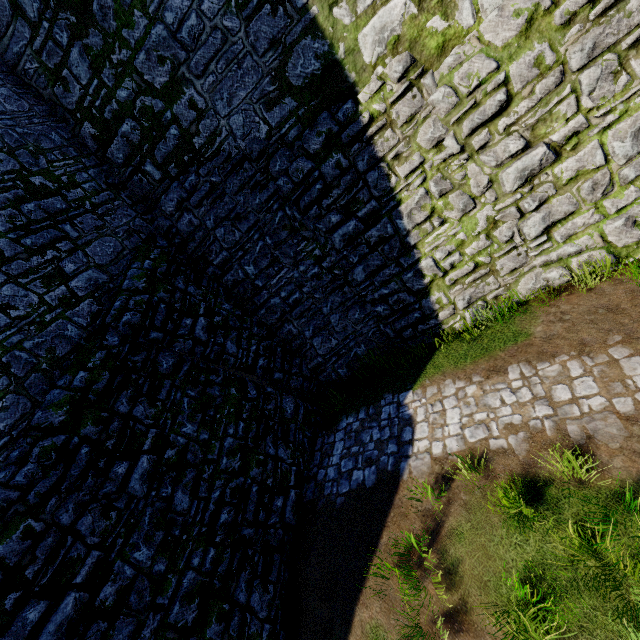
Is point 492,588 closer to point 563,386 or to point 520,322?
point 563,386
